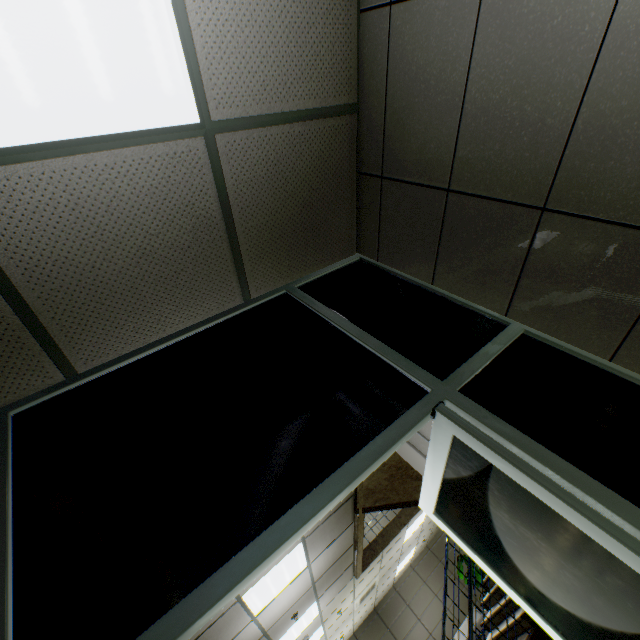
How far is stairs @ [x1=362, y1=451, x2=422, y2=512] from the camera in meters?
4.6

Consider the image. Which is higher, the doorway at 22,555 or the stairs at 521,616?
the doorway at 22,555

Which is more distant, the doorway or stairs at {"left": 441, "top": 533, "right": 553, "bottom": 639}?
stairs at {"left": 441, "top": 533, "right": 553, "bottom": 639}

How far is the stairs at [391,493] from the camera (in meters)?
4.57

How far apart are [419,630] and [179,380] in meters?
14.4 m

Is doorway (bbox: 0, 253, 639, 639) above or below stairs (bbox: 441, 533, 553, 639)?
above

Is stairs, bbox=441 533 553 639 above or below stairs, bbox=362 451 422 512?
below
